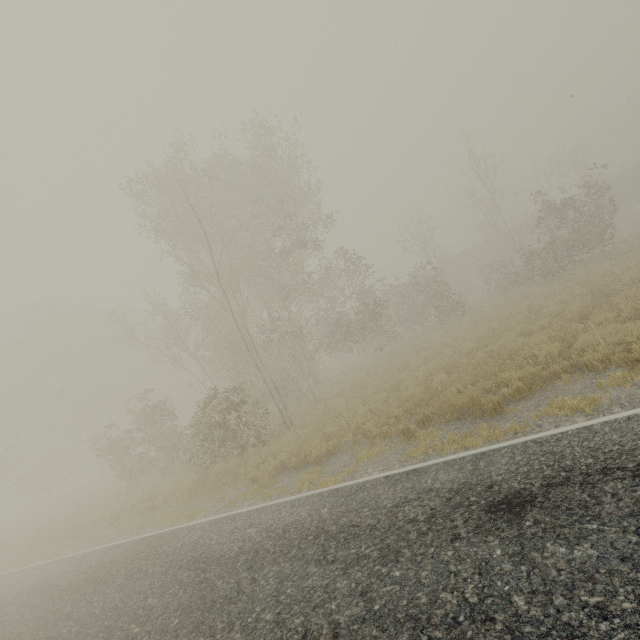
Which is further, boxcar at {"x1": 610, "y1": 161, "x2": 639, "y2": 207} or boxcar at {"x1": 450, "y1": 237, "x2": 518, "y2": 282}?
boxcar at {"x1": 450, "y1": 237, "x2": 518, "y2": 282}

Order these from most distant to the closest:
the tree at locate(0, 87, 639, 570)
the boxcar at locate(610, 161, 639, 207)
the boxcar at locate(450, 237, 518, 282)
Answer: the boxcar at locate(450, 237, 518, 282)
the boxcar at locate(610, 161, 639, 207)
the tree at locate(0, 87, 639, 570)

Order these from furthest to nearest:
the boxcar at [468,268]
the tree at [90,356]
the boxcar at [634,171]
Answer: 1. the boxcar at [468,268]
2. the boxcar at [634,171]
3. the tree at [90,356]

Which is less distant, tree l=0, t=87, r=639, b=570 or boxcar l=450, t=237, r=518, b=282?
tree l=0, t=87, r=639, b=570

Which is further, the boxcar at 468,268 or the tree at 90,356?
the boxcar at 468,268

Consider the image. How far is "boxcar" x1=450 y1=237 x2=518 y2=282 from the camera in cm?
3834

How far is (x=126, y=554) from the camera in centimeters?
894cm
